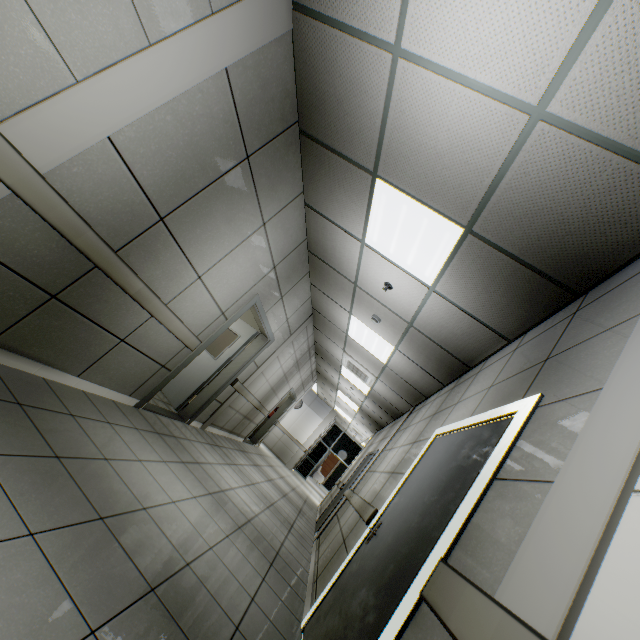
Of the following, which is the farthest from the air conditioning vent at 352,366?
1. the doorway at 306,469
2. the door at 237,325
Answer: the doorway at 306,469

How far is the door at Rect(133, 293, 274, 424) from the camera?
4.45m

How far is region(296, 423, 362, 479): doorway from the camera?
17.36m

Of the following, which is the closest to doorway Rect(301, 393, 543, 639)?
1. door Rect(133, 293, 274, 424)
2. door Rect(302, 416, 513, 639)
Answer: door Rect(302, 416, 513, 639)

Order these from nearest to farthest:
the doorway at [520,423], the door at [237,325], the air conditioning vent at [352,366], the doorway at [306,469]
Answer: the doorway at [520,423] → the door at [237,325] → the air conditioning vent at [352,366] → the doorway at [306,469]

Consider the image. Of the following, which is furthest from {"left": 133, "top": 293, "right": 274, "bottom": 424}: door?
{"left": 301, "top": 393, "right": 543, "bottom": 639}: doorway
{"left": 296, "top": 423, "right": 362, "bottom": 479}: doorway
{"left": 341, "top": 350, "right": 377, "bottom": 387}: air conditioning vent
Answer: {"left": 296, "top": 423, "right": 362, "bottom": 479}: doorway

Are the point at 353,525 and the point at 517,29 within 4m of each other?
no
